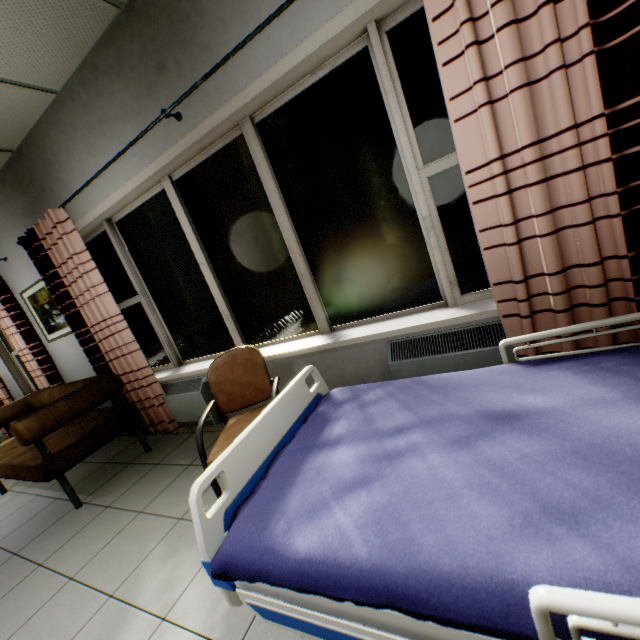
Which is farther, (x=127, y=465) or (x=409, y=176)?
(x=127, y=465)

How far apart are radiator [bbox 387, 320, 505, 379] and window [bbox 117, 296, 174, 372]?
2.4 meters

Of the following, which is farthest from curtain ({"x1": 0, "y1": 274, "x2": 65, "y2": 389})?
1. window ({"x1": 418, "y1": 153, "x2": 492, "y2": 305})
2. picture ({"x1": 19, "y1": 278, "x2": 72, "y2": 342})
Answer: window ({"x1": 418, "y1": 153, "x2": 492, "y2": 305})

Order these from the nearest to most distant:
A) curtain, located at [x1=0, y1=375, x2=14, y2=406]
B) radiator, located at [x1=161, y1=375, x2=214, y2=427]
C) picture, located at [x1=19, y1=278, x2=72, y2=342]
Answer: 1. radiator, located at [x1=161, y1=375, x2=214, y2=427]
2. picture, located at [x1=19, y1=278, x2=72, y2=342]
3. curtain, located at [x1=0, y1=375, x2=14, y2=406]

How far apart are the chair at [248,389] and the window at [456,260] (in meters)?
1.35

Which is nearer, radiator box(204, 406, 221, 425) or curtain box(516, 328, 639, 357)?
curtain box(516, 328, 639, 357)

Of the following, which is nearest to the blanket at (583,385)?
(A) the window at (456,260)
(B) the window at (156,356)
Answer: (A) the window at (456,260)

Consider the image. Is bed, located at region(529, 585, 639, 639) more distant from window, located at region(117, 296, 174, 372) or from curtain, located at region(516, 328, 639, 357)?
window, located at region(117, 296, 174, 372)
